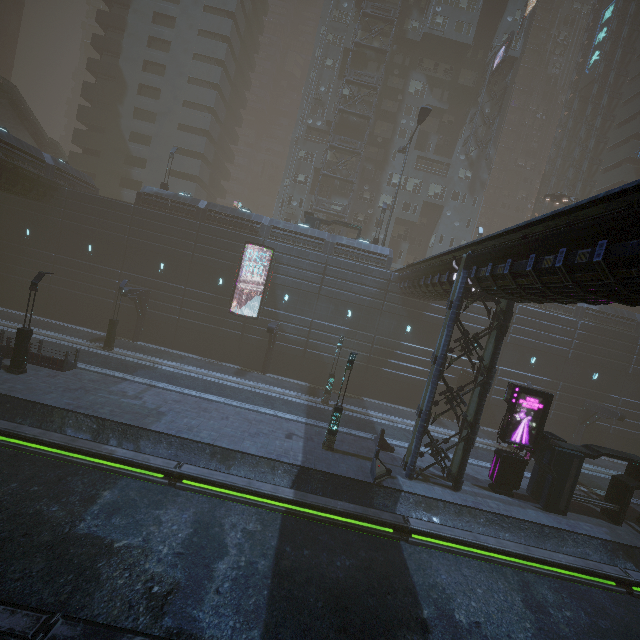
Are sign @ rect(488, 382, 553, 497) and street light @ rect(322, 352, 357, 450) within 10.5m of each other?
yes

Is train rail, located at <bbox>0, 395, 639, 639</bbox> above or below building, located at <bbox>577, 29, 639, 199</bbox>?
below

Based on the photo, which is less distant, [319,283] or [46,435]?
[46,435]

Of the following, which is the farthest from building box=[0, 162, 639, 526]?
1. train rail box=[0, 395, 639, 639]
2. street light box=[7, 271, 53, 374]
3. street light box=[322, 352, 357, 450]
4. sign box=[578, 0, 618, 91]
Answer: street light box=[322, 352, 357, 450]

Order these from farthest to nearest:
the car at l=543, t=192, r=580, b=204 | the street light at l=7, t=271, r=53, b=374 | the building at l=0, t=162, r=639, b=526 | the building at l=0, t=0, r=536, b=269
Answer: the car at l=543, t=192, r=580, b=204 → the building at l=0, t=0, r=536, b=269 → the street light at l=7, t=271, r=53, b=374 → the building at l=0, t=162, r=639, b=526

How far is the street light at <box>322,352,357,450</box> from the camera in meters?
17.4

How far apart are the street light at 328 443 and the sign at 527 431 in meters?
8.6

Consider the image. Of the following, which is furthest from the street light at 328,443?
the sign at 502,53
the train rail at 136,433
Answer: the sign at 502,53
